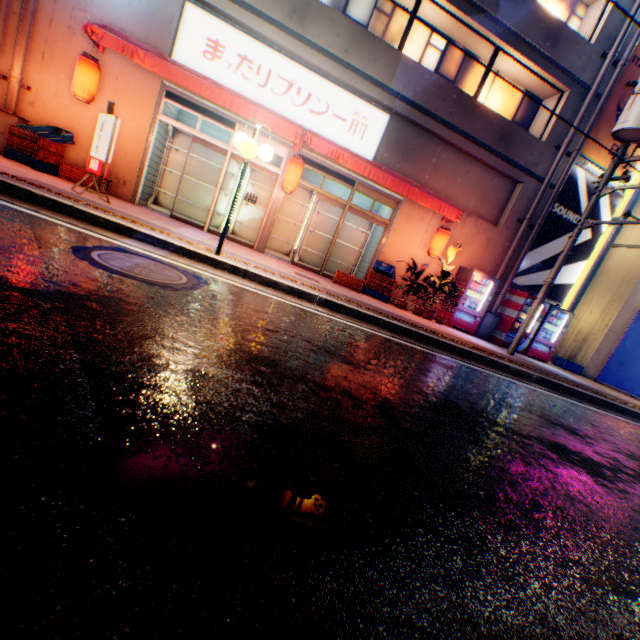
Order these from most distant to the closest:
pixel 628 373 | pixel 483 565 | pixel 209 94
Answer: pixel 628 373
pixel 209 94
pixel 483 565

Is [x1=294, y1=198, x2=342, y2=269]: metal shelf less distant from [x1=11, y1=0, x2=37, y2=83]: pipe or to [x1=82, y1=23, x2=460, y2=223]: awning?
[x1=82, y1=23, x2=460, y2=223]: awning

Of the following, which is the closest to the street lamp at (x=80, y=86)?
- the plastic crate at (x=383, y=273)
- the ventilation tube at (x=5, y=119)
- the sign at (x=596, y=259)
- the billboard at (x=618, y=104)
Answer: the ventilation tube at (x=5, y=119)

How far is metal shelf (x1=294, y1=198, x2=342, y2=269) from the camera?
11.70m

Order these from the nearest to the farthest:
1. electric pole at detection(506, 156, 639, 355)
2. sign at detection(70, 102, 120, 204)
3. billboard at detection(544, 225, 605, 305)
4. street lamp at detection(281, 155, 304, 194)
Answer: sign at detection(70, 102, 120, 204)
electric pole at detection(506, 156, 639, 355)
street lamp at detection(281, 155, 304, 194)
billboard at detection(544, 225, 605, 305)

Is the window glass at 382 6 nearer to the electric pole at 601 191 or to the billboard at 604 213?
the billboard at 604 213

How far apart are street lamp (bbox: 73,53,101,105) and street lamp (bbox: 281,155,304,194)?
4.81m

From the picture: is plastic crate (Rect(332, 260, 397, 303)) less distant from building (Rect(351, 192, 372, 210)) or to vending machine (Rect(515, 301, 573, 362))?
building (Rect(351, 192, 372, 210))
